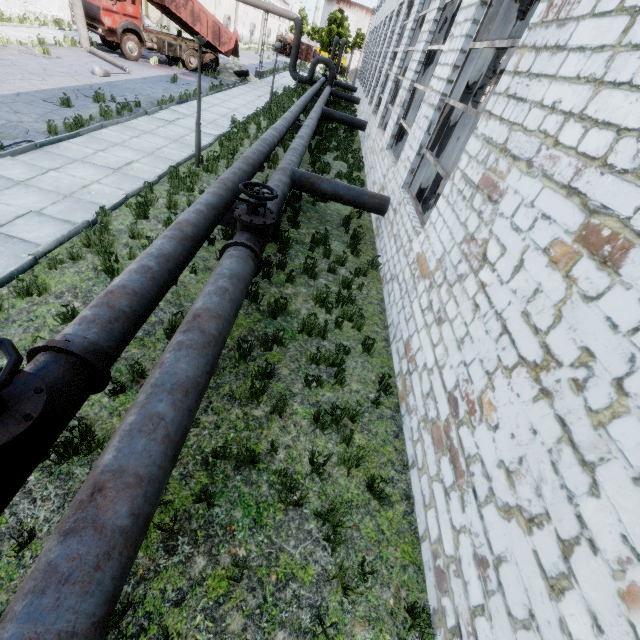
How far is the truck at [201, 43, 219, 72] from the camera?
23.8m

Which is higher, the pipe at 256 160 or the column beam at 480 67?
the column beam at 480 67

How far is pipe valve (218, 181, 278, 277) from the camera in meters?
5.2 m

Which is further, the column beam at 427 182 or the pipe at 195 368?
the column beam at 427 182

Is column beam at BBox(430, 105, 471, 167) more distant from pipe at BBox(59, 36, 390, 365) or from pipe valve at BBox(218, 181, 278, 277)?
pipe valve at BBox(218, 181, 278, 277)

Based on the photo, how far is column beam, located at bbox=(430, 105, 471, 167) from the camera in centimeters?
793cm

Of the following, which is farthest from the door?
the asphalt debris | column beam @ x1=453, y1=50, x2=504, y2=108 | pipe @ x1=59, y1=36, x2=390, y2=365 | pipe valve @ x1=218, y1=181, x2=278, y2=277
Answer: pipe valve @ x1=218, y1=181, x2=278, y2=277

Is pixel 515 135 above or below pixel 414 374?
above
